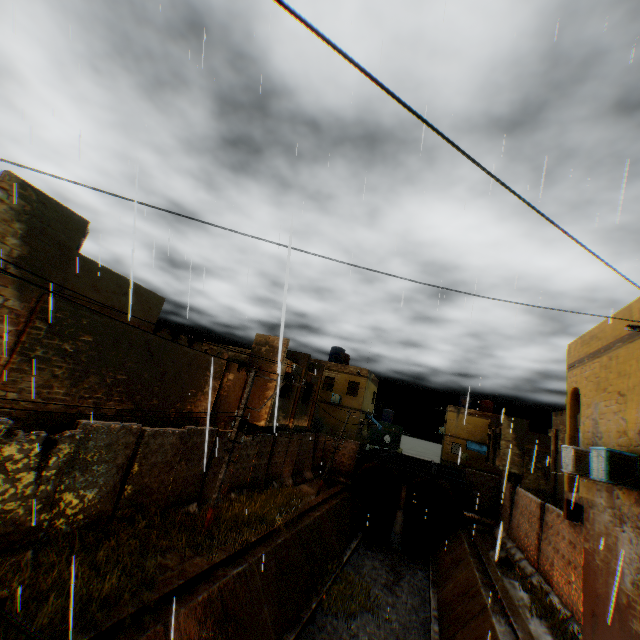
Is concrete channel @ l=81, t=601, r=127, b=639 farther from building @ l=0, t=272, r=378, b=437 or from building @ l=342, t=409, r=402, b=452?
building @ l=342, t=409, r=402, b=452

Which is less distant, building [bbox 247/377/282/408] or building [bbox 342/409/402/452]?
building [bbox 247/377/282/408]

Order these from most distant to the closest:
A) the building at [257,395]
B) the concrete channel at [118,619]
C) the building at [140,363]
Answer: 1. the building at [257,395]
2. the building at [140,363]
3. the concrete channel at [118,619]

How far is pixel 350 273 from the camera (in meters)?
7.00

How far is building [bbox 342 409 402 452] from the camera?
31.15m

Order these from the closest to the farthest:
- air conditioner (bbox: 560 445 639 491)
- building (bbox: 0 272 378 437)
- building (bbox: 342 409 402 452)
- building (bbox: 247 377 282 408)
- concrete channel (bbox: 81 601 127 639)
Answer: concrete channel (bbox: 81 601 127 639), air conditioner (bbox: 560 445 639 491), building (bbox: 0 272 378 437), building (bbox: 247 377 282 408), building (bbox: 342 409 402 452)

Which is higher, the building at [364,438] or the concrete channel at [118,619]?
the building at [364,438]

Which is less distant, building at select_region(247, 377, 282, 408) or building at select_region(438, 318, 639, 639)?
building at select_region(438, 318, 639, 639)
